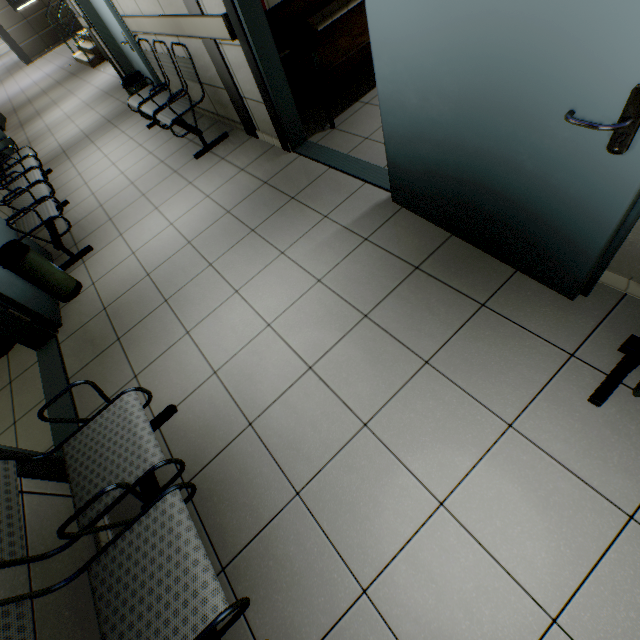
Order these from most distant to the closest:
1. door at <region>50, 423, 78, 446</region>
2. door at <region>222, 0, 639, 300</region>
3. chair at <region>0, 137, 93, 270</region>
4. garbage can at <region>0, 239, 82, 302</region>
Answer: chair at <region>0, 137, 93, 270</region> → garbage can at <region>0, 239, 82, 302</region> → door at <region>50, 423, 78, 446</region> → door at <region>222, 0, 639, 300</region>

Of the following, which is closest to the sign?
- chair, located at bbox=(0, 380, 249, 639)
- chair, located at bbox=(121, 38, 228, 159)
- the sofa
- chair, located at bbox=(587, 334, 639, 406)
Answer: chair, located at bbox=(121, 38, 228, 159)

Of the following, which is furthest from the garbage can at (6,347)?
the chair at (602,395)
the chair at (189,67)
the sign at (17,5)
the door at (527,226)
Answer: the sign at (17,5)

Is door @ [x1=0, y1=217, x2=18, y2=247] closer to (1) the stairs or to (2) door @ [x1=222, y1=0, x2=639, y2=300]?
(2) door @ [x1=222, y1=0, x2=639, y2=300]

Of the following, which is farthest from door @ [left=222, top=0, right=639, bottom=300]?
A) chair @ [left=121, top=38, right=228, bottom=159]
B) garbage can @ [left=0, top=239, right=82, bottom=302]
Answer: garbage can @ [left=0, top=239, right=82, bottom=302]

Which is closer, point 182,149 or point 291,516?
point 291,516

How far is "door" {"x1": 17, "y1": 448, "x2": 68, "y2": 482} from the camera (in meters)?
1.69

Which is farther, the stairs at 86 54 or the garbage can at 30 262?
the stairs at 86 54
